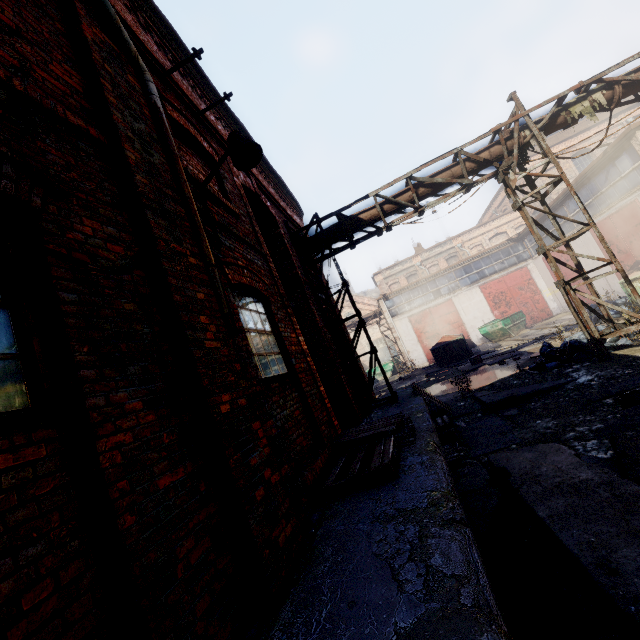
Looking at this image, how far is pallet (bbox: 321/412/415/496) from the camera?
3.65m

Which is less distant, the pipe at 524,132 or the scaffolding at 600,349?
the scaffolding at 600,349

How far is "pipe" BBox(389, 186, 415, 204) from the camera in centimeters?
891cm

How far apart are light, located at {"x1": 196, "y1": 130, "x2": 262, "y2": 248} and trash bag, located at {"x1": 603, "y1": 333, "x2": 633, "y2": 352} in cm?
886

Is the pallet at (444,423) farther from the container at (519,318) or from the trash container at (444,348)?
the container at (519,318)

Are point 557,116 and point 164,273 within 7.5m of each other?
no
